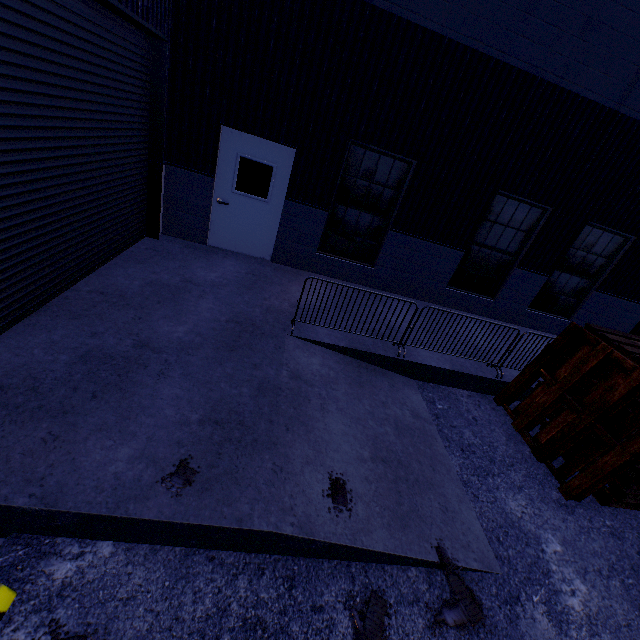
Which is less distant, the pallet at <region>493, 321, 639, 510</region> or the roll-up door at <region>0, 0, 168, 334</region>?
the roll-up door at <region>0, 0, 168, 334</region>

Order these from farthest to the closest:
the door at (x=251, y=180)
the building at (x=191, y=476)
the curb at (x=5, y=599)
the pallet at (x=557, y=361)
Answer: the door at (x=251, y=180) → the pallet at (x=557, y=361) → the building at (x=191, y=476) → the curb at (x=5, y=599)

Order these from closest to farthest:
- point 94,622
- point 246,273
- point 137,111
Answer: point 94,622 < point 137,111 < point 246,273

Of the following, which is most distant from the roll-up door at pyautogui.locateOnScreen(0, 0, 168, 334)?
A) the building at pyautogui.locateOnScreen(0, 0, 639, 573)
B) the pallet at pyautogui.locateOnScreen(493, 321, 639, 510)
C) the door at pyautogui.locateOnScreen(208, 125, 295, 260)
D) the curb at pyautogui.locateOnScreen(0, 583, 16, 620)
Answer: the pallet at pyautogui.locateOnScreen(493, 321, 639, 510)

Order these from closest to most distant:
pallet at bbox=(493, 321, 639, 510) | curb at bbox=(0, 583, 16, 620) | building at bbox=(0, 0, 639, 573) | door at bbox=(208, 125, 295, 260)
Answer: curb at bbox=(0, 583, 16, 620) < building at bbox=(0, 0, 639, 573) < pallet at bbox=(493, 321, 639, 510) < door at bbox=(208, 125, 295, 260)

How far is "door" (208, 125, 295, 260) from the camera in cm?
657

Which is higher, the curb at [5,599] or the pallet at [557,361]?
the pallet at [557,361]

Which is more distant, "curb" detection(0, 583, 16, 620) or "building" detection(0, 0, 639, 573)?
"building" detection(0, 0, 639, 573)
